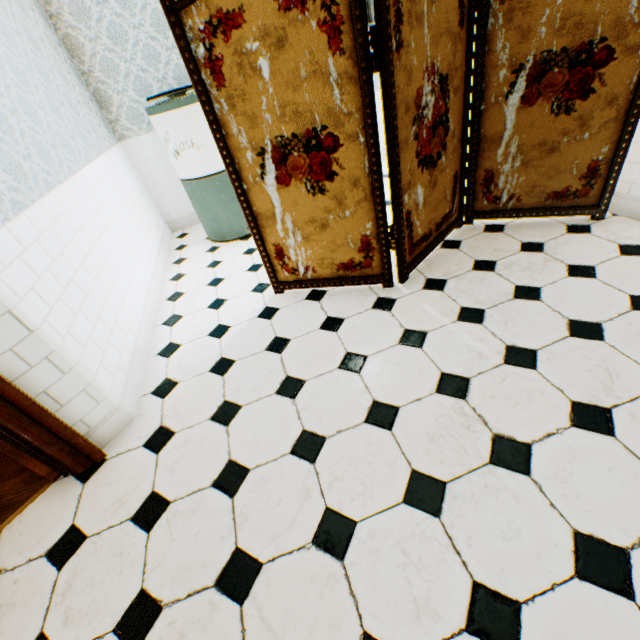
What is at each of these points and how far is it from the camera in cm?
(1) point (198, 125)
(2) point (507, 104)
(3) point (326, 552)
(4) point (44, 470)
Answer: (1) washing machine, 310
(2) folding screen, 227
(3) building, 127
(4) childactor, 178

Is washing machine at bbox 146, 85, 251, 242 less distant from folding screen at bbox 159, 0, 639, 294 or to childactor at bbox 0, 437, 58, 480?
folding screen at bbox 159, 0, 639, 294

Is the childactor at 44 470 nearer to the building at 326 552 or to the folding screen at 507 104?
the building at 326 552

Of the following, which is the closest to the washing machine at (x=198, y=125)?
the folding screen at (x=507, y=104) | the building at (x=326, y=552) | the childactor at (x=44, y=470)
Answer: the building at (x=326, y=552)

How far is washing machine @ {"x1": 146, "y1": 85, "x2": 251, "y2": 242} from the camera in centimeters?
304cm

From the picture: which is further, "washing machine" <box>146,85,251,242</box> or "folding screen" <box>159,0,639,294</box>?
"washing machine" <box>146,85,251,242</box>

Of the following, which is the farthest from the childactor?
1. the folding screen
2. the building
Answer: the folding screen

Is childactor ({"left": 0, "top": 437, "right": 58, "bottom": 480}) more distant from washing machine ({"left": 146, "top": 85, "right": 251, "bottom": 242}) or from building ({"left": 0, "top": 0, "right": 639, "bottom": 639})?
washing machine ({"left": 146, "top": 85, "right": 251, "bottom": 242})
